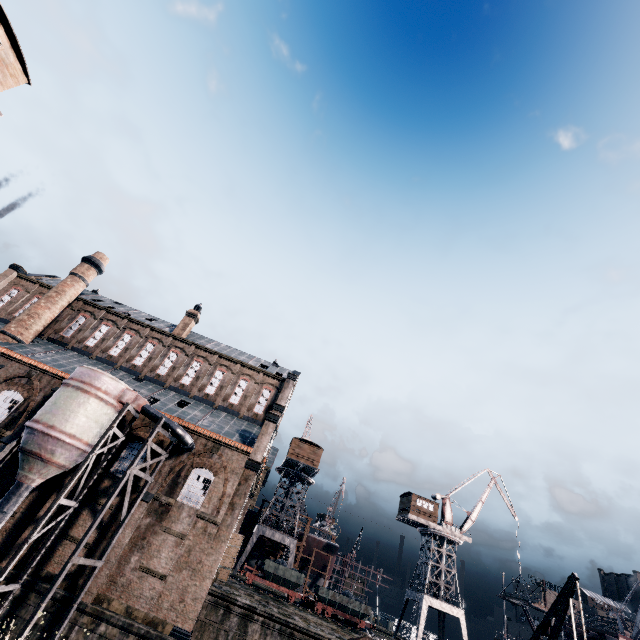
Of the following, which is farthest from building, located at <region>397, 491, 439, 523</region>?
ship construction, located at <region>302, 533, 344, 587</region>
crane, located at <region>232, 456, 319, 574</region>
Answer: crane, located at <region>232, 456, 319, 574</region>

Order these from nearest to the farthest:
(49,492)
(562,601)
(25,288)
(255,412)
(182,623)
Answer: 1. (562,601)
2. (182,623)
3. (49,492)
4. (255,412)
5. (25,288)

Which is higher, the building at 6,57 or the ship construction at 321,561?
the building at 6,57

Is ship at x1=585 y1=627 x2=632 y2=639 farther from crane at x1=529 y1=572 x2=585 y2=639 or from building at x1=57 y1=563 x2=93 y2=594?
building at x1=57 y1=563 x2=93 y2=594

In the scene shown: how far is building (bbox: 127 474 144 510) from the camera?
Answer: 25.11m

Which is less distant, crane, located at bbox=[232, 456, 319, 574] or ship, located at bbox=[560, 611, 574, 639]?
ship, located at bbox=[560, 611, 574, 639]

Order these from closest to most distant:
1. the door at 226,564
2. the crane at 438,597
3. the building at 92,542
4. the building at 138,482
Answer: the building at 92,542 < the building at 138,482 < the door at 226,564 < the crane at 438,597

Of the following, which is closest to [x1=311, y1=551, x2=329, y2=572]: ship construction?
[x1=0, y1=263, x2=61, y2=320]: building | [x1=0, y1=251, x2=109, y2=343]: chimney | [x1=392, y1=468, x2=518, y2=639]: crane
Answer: [x1=392, y1=468, x2=518, y2=639]: crane
